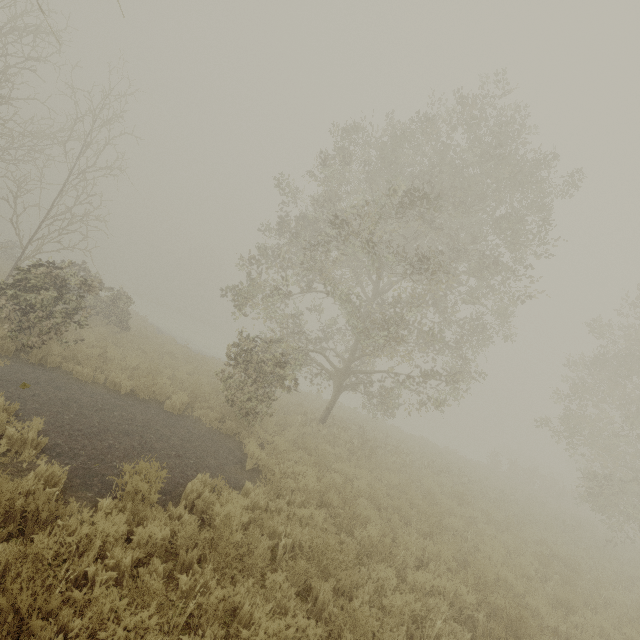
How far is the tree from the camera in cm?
1052

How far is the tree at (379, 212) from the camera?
10.52m

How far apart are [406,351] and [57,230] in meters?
15.8 m
